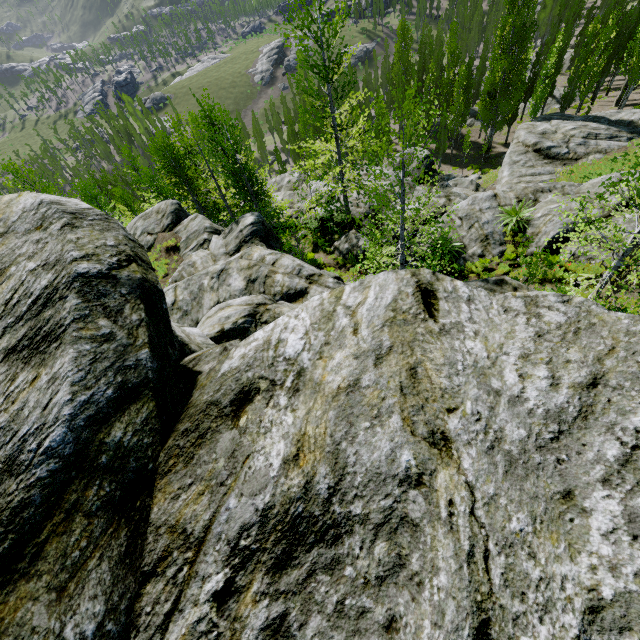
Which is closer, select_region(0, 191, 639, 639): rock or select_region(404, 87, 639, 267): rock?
select_region(0, 191, 639, 639): rock

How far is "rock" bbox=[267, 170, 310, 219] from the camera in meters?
24.3

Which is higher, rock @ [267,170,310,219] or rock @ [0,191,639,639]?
rock @ [0,191,639,639]

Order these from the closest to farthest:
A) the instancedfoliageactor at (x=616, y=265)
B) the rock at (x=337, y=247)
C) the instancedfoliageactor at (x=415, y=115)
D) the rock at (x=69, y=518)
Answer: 1. the rock at (x=69, y=518)
2. the instancedfoliageactor at (x=616, y=265)
3. the instancedfoliageactor at (x=415, y=115)
4. the rock at (x=337, y=247)

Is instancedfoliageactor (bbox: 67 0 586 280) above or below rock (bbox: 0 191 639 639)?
below

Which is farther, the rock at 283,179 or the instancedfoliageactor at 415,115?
the rock at 283,179

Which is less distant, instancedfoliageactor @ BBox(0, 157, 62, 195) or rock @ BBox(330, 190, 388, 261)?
instancedfoliageactor @ BBox(0, 157, 62, 195)

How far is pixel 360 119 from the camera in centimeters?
1584cm
